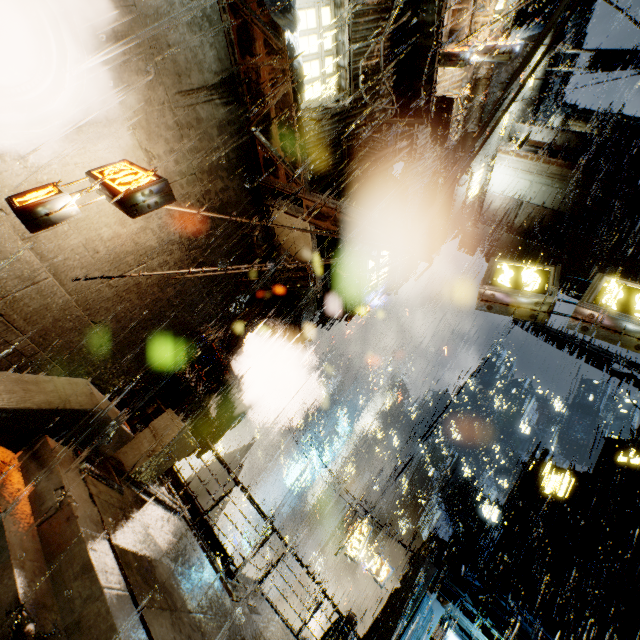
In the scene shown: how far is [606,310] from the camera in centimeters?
593cm

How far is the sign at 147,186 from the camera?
5.26m

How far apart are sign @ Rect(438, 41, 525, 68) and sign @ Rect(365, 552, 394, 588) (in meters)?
24.63

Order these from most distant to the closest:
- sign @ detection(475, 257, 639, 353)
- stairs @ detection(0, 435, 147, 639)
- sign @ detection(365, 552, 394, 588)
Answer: sign @ detection(365, 552, 394, 588) → sign @ detection(475, 257, 639, 353) → stairs @ detection(0, 435, 147, 639)

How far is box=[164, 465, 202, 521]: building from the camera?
11.7m

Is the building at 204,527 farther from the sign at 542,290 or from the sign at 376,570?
the sign at 376,570

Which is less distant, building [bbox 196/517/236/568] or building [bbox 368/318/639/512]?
building [bbox 196/517/236/568]
